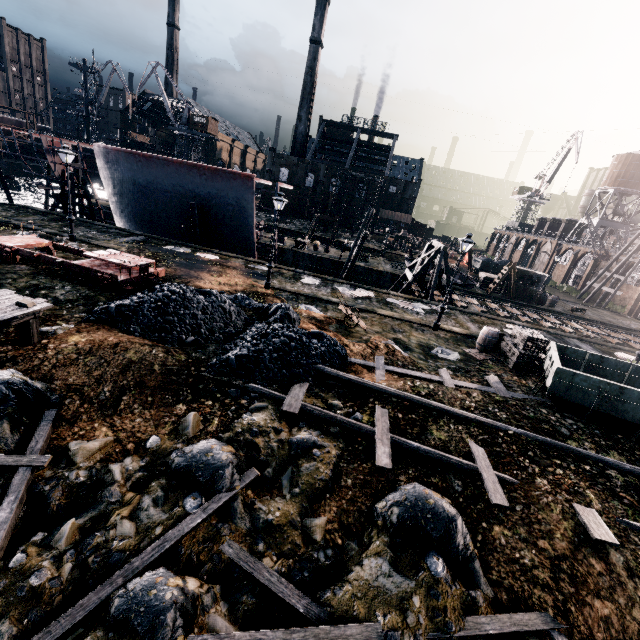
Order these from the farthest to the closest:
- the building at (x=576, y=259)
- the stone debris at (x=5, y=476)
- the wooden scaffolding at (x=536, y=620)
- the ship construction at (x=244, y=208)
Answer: the building at (x=576, y=259) < the ship construction at (x=244, y=208) < the stone debris at (x=5, y=476) < the wooden scaffolding at (x=536, y=620)

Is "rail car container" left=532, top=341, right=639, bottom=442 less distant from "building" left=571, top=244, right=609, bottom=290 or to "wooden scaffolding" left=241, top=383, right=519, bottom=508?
"wooden scaffolding" left=241, top=383, right=519, bottom=508

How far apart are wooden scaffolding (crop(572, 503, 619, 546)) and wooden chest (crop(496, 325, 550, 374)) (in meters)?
8.76

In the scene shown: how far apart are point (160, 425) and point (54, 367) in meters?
3.9

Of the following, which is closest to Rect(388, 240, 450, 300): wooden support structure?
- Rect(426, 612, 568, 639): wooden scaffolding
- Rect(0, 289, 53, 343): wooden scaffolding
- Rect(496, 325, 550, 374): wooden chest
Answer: Rect(496, 325, 550, 374): wooden chest

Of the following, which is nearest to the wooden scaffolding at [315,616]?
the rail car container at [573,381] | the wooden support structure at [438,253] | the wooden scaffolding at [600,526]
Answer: the wooden scaffolding at [600,526]

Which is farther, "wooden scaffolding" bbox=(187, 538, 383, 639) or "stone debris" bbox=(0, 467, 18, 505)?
"stone debris" bbox=(0, 467, 18, 505)

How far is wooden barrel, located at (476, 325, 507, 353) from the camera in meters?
17.3
